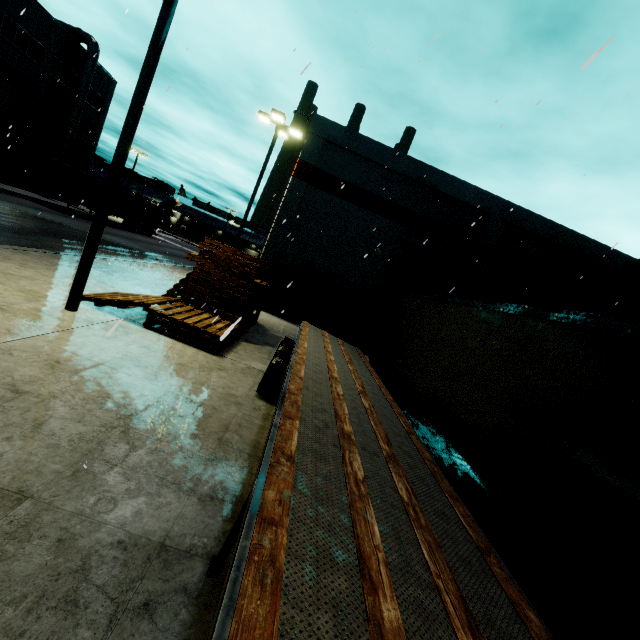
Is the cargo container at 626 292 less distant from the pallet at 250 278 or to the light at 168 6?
the pallet at 250 278

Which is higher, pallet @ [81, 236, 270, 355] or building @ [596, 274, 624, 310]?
building @ [596, 274, 624, 310]

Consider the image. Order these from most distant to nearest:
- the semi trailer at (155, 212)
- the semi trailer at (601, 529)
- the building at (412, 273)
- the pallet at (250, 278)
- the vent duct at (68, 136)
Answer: the semi trailer at (155, 212) → the vent duct at (68, 136) → the building at (412, 273) → the pallet at (250, 278) → the semi trailer at (601, 529)

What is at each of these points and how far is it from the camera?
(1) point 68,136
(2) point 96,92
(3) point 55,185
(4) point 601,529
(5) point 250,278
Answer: (1) vent duct, 31.67m
(2) building, 34.81m
(3) semi trailer, 27.00m
(4) semi trailer, 3.17m
(5) pallet, 10.96m

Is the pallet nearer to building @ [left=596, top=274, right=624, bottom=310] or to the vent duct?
building @ [left=596, top=274, right=624, bottom=310]

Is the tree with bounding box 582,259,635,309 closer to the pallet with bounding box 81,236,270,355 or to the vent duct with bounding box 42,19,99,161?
the pallet with bounding box 81,236,270,355

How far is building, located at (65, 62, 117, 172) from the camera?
34.4m

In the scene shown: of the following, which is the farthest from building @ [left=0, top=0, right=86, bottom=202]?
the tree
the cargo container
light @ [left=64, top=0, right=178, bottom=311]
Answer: the cargo container
